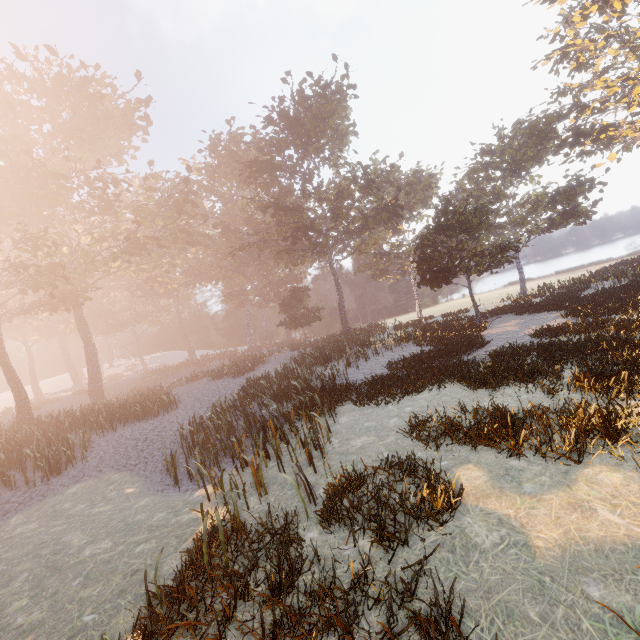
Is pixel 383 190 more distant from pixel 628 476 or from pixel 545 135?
pixel 628 476
